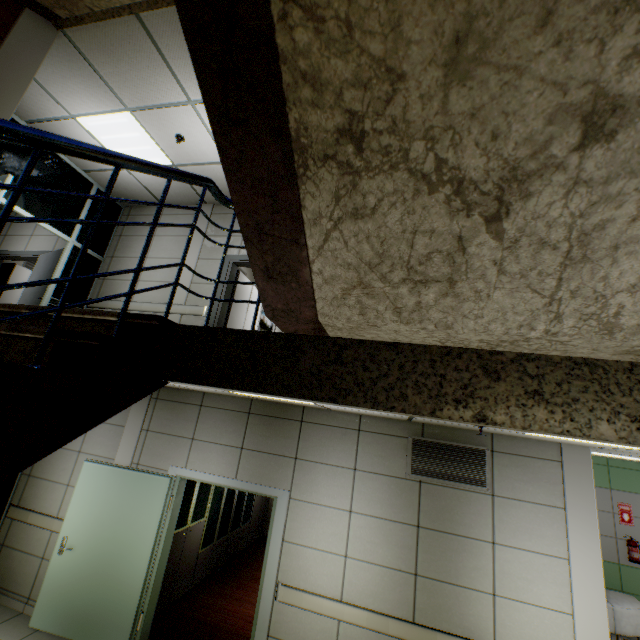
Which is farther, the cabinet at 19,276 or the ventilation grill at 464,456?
the cabinet at 19,276

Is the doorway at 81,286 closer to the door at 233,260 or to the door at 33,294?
the door at 33,294

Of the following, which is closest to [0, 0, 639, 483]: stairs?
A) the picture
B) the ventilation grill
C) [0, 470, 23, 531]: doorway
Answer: [0, 470, 23, 531]: doorway

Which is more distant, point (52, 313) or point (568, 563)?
point (568, 563)

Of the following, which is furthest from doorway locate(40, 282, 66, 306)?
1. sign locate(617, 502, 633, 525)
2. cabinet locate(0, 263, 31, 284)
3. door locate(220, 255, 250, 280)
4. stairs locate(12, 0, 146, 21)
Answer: sign locate(617, 502, 633, 525)

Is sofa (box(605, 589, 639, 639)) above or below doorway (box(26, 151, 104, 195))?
below

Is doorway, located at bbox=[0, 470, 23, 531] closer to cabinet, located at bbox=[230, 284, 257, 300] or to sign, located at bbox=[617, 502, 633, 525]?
cabinet, located at bbox=[230, 284, 257, 300]

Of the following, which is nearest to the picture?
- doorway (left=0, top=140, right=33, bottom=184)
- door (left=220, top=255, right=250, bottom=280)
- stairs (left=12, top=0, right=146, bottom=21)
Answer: door (left=220, top=255, right=250, bottom=280)
